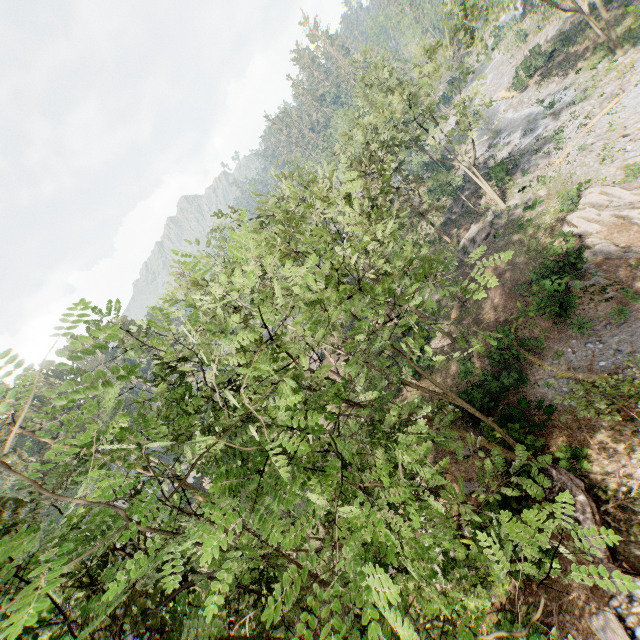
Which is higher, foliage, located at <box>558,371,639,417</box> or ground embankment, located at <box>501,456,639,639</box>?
foliage, located at <box>558,371,639,417</box>

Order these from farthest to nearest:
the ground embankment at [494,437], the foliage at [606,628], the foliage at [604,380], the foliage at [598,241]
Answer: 1. the foliage at [598,241]
2. the ground embankment at [494,437]
3. the foliage at [604,380]
4. the foliage at [606,628]

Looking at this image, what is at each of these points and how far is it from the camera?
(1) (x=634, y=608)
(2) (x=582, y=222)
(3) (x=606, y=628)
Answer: (1) ground embankment, 11.1 meters
(2) foliage, 23.1 meters
(3) foliage, 11.1 meters

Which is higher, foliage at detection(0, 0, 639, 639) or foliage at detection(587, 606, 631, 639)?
foliage at detection(0, 0, 639, 639)

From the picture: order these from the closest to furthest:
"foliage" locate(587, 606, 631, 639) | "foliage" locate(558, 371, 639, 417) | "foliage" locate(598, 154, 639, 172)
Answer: "foliage" locate(587, 606, 631, 639) → "foliage" locate(558, 371, 639, 417) → "foliage" locate(598, 154, 639, 172)

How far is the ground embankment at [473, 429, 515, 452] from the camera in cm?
1636

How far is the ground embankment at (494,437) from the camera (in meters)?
16.36
